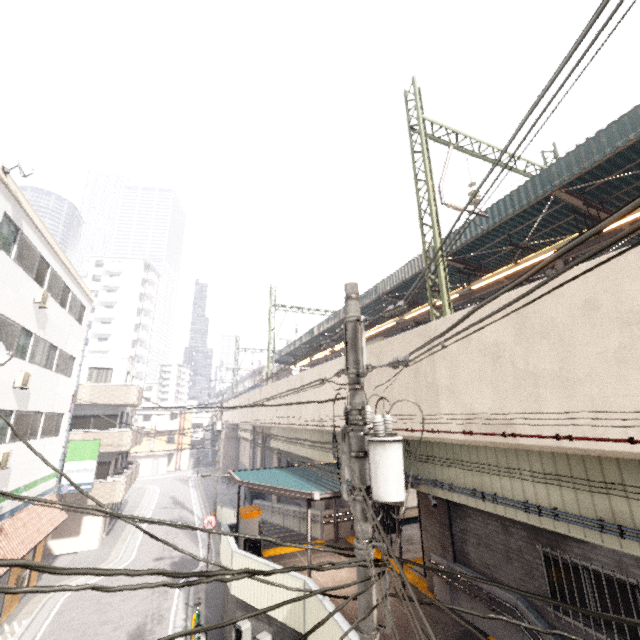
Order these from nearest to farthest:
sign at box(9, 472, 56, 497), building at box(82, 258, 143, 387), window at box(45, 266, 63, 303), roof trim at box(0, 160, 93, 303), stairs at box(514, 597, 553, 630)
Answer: stairs at box(514, 597, 553, 630) → roof trim at box(0, 160, 93, 303) → sign at box(9, 472, 56, 497) → window at box(45, 266, 63, 303) → building at box(82, 258, 143, 387)

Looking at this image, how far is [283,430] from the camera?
25.2m

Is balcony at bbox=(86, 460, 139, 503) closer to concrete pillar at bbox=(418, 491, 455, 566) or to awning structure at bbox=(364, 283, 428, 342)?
awning structure at bbox=(364, 283, 428, 342)

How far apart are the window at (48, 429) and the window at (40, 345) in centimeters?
217cm

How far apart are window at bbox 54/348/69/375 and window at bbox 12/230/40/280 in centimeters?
450cm

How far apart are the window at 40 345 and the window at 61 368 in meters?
1.1 m

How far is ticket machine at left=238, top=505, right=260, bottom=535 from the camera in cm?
1252

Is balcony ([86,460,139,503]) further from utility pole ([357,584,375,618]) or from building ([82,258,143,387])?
building ([82,258,143,387])
